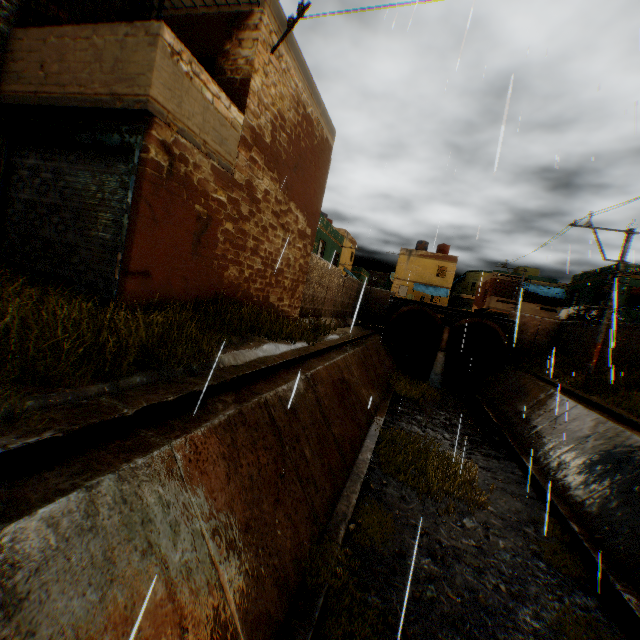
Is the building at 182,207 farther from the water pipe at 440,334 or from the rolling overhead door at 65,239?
the water pipe at 440,334

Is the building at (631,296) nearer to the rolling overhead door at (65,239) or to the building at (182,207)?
the building at (182,207)

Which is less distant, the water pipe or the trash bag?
the trash bag

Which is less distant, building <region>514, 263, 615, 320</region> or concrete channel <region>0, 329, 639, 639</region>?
concrete channel <region>0, 329, 639, 639</region>

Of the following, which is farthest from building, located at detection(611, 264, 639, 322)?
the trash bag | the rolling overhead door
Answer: the rolling overhead door

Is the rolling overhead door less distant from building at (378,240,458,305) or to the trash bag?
building at (378,240,458,305)

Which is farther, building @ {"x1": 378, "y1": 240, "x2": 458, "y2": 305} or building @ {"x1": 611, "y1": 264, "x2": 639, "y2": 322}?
building @ {"x1": 378, "y1": 240, "x2": 458, "y2": 305}

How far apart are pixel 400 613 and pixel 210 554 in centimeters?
326cm
